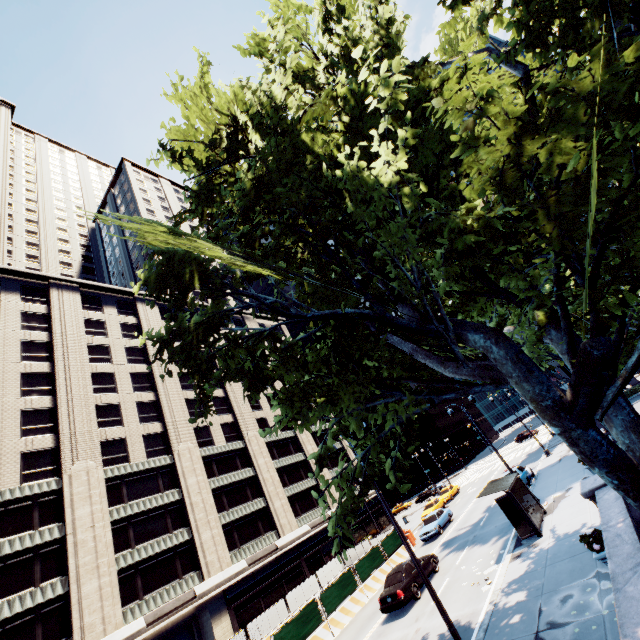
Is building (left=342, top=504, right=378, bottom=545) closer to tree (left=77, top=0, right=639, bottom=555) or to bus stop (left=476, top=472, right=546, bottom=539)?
tree (left=77, top=0, right=639, bottom=555)

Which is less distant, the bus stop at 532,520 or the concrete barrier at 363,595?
the bus stop at 532,520

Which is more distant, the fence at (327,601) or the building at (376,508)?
the building at (376,508)

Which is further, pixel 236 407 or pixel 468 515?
pixel 236 407

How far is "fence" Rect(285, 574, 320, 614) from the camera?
26.3m

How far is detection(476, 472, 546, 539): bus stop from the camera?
15.33m

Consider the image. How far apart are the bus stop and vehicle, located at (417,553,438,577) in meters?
5.4
